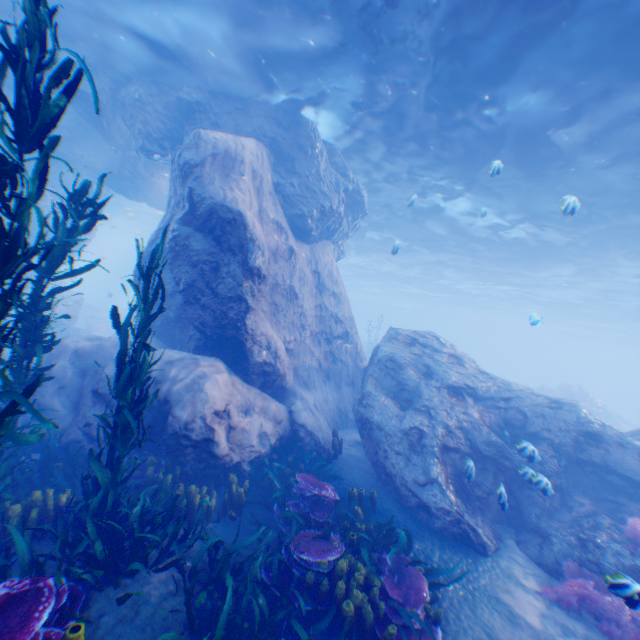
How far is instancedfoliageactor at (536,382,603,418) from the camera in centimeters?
2628cm

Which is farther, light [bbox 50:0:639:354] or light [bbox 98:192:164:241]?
light [bbox 98:192:164:241]

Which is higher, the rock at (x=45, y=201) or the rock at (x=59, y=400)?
the rock at (x=45, y=201)

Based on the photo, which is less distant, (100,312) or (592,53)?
(592,53)

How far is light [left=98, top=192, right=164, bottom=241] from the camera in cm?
A: 2815

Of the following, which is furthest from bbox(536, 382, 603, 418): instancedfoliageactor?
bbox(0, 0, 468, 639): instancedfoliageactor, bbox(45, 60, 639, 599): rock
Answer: bbox(0, 0, 468, 639): instancedfoliageactor

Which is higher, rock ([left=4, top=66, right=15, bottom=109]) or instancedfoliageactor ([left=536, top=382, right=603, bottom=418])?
rock ([left=4, top=66, right=15, bottom=109])

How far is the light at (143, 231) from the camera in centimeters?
2815cm
